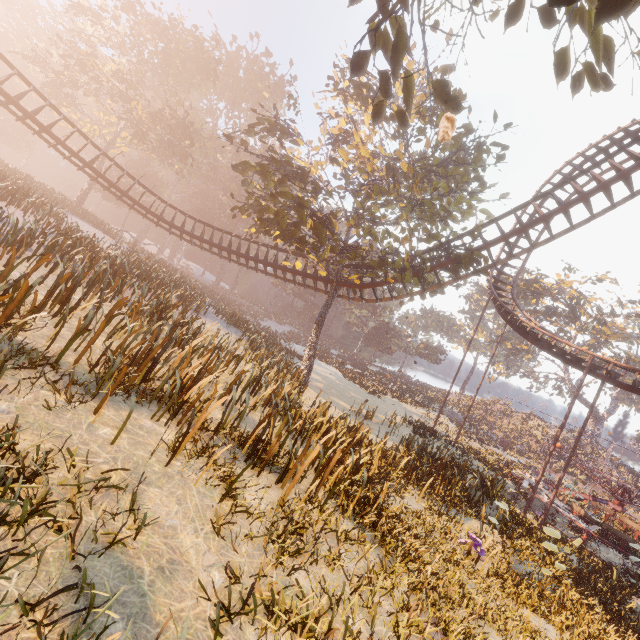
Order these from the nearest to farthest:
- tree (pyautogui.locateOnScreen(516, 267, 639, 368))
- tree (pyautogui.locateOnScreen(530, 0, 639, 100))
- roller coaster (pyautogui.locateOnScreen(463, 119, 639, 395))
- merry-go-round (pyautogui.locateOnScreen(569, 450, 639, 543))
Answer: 1. tree (pyautogui.locateOnScreen(530, 0, 639, 100))
2. roller coaster (pyautogui.locateOnScreen(463, 119, 639, 395))
3. merry-go-round (pyautogui.locateOnScreen(569, 450, 639, 543))
4. tree (pyautogui.locateOnScreen(516, 267, 639, 368))

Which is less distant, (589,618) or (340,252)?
(589,618)

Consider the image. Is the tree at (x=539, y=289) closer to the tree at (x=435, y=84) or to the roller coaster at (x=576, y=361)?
the roller coaster at (x=576, y=361)

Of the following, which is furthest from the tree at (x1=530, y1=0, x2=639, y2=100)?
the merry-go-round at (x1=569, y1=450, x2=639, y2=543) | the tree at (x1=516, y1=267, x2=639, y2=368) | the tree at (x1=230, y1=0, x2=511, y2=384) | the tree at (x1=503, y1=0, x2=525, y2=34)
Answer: the tree at (x1=516, y1=267, x2=639, y2=368)

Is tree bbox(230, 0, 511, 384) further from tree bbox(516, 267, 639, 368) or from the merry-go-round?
tree bbox(516, 267, 639, 368)

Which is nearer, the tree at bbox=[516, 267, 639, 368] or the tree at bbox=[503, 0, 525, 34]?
the tree at bbox=[503, 0, 525, 34]

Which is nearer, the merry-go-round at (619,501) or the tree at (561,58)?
the tree at (561,58)

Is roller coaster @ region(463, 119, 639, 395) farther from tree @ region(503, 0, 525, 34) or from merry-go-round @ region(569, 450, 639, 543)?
tree @ region(503, 0, 525, 34)
